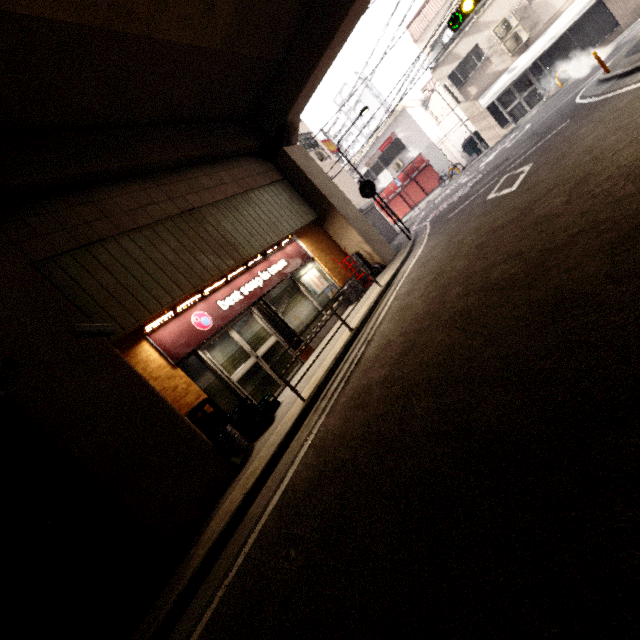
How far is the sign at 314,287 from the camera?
10.0m

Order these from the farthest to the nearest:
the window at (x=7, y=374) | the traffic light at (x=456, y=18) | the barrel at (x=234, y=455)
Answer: the traffic light at (x=456, y=18), the barrel at (x=234, y=455), the window at (x=7, y=374)

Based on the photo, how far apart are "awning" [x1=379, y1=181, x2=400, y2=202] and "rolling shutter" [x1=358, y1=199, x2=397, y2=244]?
5.82m

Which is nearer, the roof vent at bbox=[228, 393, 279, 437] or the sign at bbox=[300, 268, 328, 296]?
the roof vent at bbox=[228, 393, 279, 437]

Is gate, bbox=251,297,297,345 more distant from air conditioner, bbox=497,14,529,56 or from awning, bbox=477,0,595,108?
air conditioner, bbox=497,14,529,56

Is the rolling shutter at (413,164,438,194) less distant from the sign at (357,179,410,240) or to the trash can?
the sign at (357,179,410,240)

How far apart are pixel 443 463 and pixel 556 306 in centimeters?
155cm

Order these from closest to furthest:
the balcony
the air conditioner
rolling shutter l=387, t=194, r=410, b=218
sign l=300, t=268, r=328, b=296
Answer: sign l=300, t=268, r=328, b=296 < the balcony < the air conditioner < rolling shutter l=387, t=194, r=410, b=218
